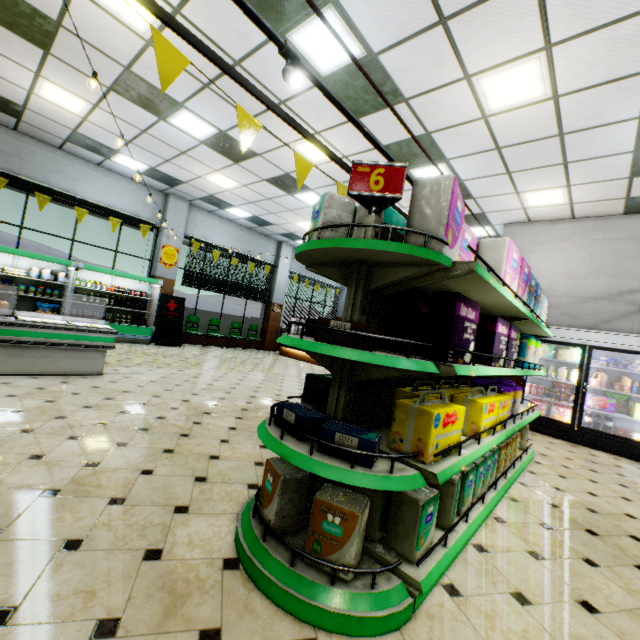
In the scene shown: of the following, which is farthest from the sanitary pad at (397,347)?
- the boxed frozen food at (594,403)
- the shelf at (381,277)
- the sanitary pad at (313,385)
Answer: the boxed frozen food at (594,403)

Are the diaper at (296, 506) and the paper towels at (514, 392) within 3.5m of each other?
yes

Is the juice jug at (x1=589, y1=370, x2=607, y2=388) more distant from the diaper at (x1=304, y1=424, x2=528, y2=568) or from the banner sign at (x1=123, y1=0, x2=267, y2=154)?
the banner sign at (x1=123, y1=0, x2=267, y2=154)

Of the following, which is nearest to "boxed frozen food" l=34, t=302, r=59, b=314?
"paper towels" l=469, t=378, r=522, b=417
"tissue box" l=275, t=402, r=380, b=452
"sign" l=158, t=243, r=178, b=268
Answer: "sign" l=158, t=243, r=178, b=268

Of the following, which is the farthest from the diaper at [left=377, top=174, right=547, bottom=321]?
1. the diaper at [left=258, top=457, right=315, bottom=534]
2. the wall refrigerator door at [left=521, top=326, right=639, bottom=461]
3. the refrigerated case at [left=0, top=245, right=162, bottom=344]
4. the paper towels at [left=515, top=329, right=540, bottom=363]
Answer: the refrigerated case at [left=0, top=245, right=162, bottom=344]

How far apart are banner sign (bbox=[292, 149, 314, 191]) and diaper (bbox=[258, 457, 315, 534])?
2.02m

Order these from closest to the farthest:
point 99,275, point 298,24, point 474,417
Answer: point 474,417
point 298,24
point 99,275

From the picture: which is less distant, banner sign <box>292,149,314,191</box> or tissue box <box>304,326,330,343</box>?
tissue box <box>304,326,330,343</box>
